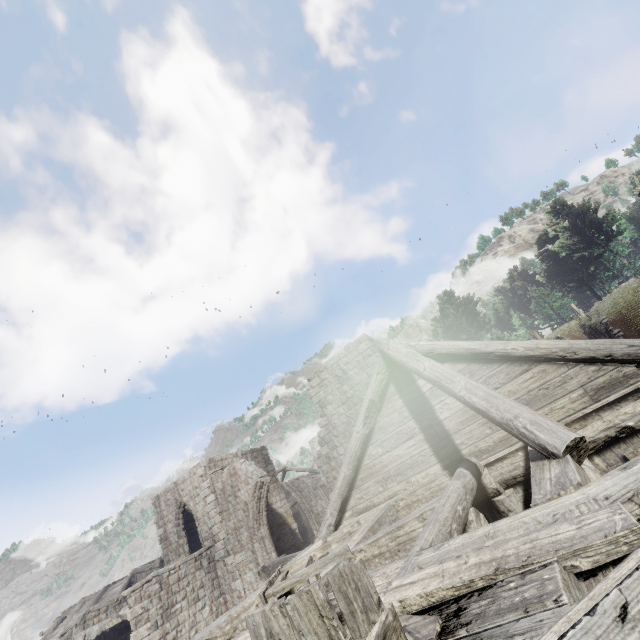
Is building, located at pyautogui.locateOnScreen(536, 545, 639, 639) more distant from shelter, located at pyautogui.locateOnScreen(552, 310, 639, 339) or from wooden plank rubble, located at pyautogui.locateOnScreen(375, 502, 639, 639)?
shelter, located at pyautogui.locateOnScreen(552, 310, 639, 339)

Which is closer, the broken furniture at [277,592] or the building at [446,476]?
the broken furniture at [277,592]

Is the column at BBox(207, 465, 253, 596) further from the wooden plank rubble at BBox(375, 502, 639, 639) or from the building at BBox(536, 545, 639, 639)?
the wooden plank rubble at BBox(375, 502, 639, 639)

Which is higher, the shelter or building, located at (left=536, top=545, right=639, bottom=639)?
the shelter

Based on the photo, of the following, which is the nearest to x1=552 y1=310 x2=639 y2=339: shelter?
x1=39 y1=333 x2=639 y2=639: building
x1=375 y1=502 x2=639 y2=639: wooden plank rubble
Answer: x1=39 y1=333 x2=639 y2=639: building

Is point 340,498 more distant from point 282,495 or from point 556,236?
point 556,236

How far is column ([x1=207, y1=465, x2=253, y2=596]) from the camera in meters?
17.4

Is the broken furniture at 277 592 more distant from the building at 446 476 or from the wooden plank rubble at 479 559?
the building at 446 476
